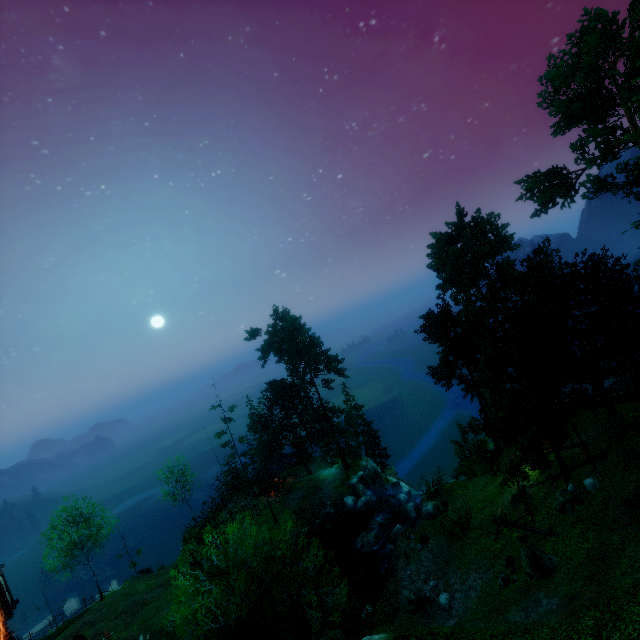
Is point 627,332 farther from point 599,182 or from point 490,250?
point 490,250

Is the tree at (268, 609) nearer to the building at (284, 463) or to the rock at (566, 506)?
the building at (284, 463)

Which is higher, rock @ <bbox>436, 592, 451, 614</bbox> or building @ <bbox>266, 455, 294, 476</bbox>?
building @ <bbox>266, 455, 294, 476</bbox>

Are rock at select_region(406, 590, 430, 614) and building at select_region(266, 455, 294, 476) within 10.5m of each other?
no

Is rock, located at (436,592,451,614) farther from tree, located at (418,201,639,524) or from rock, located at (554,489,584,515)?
rock, located at (554,489,584,515)

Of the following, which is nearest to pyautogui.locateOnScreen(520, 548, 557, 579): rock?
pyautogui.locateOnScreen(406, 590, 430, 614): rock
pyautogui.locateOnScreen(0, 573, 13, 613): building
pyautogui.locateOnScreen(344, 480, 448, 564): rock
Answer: pyautogui.locateOnScreen(406, 590, 430, 614): rock

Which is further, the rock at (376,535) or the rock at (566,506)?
the rock at (376,535)

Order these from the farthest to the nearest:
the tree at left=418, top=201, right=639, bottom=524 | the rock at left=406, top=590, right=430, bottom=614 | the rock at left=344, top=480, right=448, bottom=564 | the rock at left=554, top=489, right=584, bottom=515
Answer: the rock at left=344, top=480, right=448, bottom=564, the tree at left=418, top=201, right=639, bottom=524, the rock at left=406, top=590, right=430, bottom=614, the rock at left=554, top=489, right=584, bottom=515
